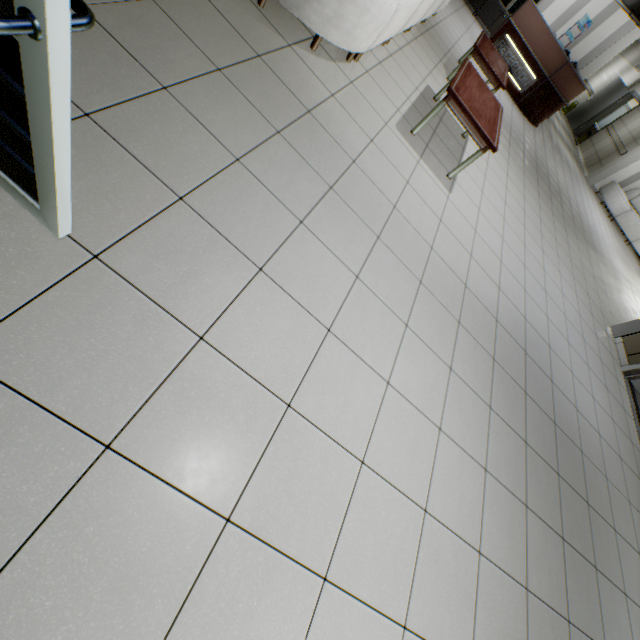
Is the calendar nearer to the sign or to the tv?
the sign

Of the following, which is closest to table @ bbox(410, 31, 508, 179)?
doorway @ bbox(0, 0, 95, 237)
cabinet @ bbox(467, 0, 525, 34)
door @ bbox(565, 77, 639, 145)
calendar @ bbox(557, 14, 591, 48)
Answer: doorway @ bbox(0, 0, 95, 237)

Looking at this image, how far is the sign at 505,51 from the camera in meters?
7.4 m

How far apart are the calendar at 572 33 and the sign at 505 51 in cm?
336

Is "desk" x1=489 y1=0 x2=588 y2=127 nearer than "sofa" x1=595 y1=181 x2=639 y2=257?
Yes

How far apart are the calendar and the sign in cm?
336

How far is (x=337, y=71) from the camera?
3.0 meters

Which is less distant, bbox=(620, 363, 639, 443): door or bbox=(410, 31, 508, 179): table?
bbox=(410, 31, 508, 179): table
